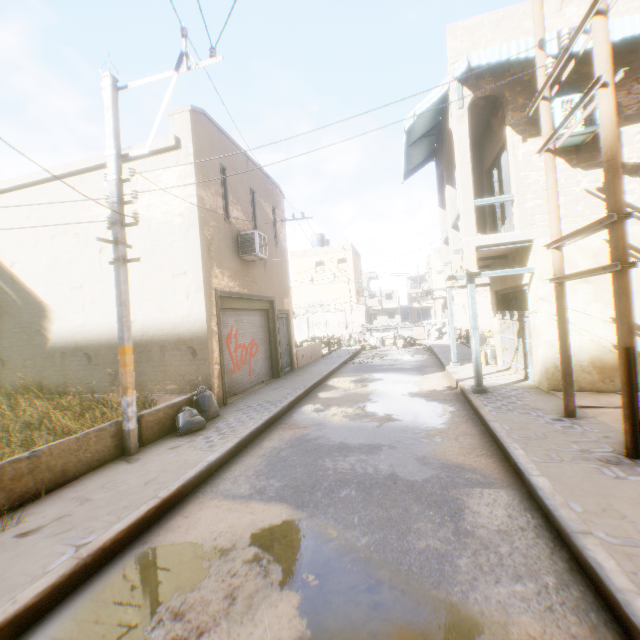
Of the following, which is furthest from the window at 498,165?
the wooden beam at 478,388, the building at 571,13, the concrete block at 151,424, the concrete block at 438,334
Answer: the concrete block at 438,334

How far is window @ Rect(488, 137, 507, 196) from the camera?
10.3 meters

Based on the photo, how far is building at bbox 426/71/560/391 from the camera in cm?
798

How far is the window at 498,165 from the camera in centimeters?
1034cm

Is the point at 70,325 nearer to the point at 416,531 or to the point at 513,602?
the point at 416,531

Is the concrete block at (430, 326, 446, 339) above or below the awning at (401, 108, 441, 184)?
below

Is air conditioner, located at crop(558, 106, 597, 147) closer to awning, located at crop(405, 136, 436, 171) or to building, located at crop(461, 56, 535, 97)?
building, located at crop(461, 56, 535, 97)

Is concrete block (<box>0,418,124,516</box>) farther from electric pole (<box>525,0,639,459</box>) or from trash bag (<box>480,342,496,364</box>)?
trash bag (<box>480,342,496,364</box>)
